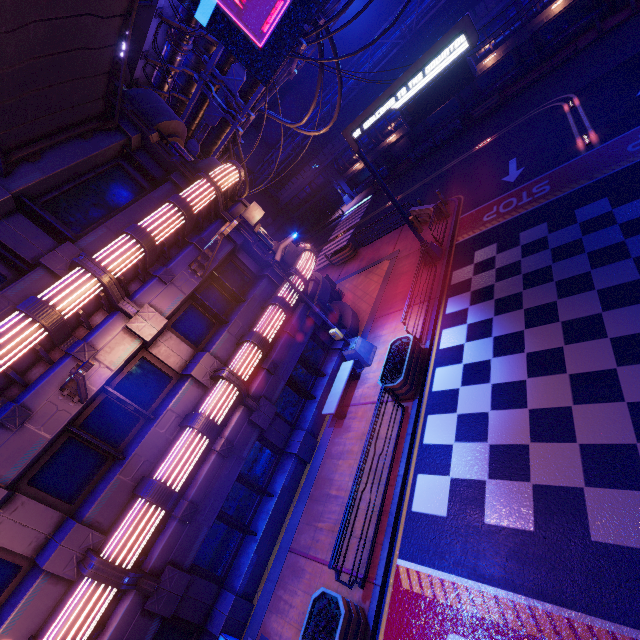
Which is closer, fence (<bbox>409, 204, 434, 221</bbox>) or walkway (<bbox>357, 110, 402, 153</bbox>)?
fence (<bbox>409, 204, 434, 221</bbox>)

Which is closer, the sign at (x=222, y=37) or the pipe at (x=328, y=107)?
the sign at (x=222, y=37)

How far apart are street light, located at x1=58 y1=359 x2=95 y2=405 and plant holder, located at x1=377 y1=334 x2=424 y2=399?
7.9m

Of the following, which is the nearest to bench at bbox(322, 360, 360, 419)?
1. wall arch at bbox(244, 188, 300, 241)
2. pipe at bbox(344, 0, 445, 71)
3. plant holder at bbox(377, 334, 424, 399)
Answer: plant holder at bbox(377, 334, 424, 399)

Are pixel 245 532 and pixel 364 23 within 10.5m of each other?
no

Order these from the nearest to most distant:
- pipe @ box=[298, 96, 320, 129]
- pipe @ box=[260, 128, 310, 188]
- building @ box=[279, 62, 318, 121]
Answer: pipe @ box=[298, 96, 320, 129]
pipe @ box=[260, 128, 310, 188]
building @ box=[279, 62, 318, 121]

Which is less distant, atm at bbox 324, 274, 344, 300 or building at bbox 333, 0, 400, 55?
atm at bbox 324, 274, 344, 300

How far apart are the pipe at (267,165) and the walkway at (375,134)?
2.8 meters
